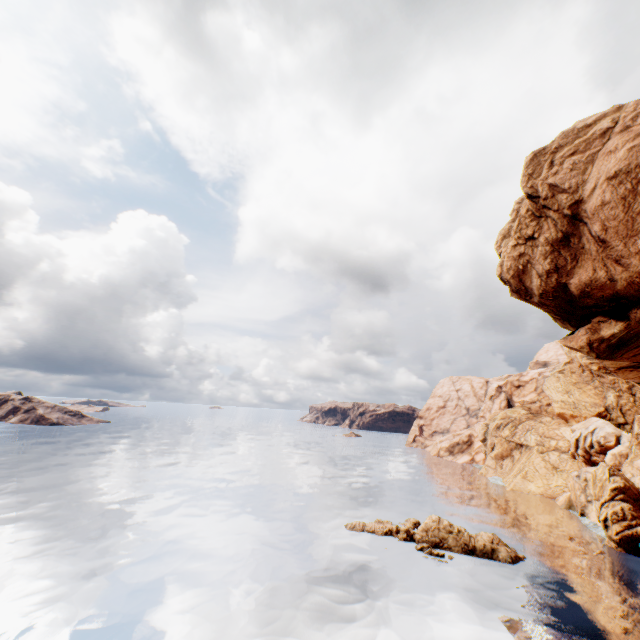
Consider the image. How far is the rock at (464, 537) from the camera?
30.97m

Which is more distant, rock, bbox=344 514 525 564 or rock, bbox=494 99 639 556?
rock, bbox=344 514 525 564

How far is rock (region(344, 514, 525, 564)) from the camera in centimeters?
3097cm

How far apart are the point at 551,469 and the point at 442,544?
41.0m

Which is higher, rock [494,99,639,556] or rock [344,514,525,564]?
rock [494,99,639,556]

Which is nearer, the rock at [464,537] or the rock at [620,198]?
the rock at [620,198]
